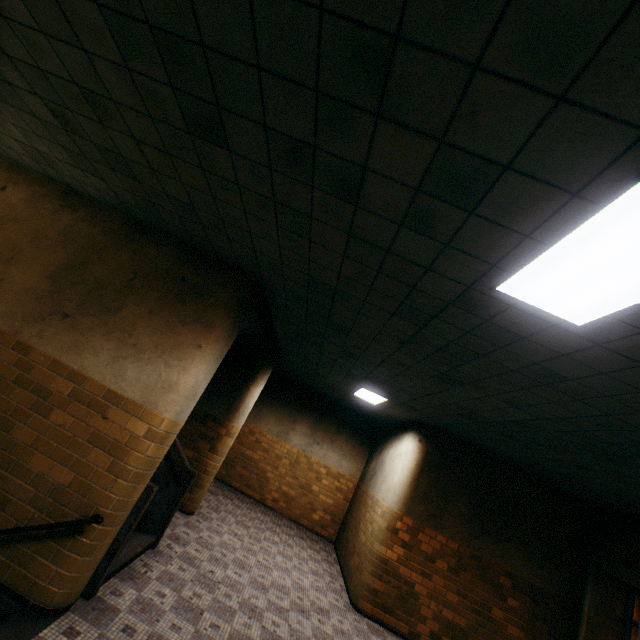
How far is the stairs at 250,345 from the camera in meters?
5.5

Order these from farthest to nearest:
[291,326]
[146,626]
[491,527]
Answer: [491,527] < [291,326] < [146,626]

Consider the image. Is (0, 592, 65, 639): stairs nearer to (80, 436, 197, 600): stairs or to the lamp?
(80, 436, 197, 600): stairs

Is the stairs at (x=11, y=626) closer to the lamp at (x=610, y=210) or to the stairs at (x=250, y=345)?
the stairs at (x=250, y=345)

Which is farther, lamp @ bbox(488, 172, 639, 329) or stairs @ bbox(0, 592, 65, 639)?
stairs @ bbox(0, 592, 65, 639)

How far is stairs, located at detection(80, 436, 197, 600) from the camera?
3.58m

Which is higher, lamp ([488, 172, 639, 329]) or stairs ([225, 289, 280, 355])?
lamp ([488, 172, 639, 329])
